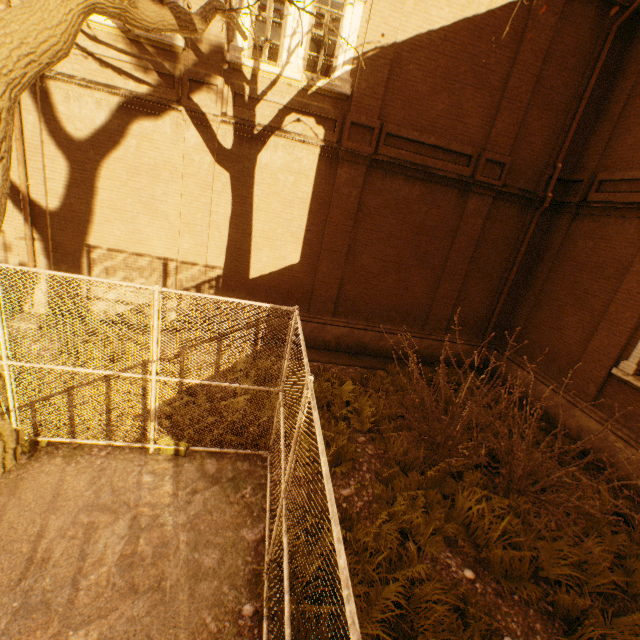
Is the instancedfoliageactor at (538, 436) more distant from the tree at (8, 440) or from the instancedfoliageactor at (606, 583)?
the tree at (8, 440)

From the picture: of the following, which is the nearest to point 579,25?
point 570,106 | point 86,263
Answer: point 570,106

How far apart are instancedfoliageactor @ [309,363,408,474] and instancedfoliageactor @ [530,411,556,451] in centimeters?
200cm

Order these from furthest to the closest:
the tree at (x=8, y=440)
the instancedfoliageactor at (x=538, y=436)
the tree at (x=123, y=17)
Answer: the instancedfoliageactor at (x=538, y=436), the tree at (x=8, y=440), the tree at (x=123, y=17)

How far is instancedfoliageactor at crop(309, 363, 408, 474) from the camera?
6.2m

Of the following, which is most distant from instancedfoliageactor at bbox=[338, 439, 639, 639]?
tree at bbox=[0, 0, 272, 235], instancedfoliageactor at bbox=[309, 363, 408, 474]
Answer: instancedfoliageactor at bbox=[309, 363, 408, 474]

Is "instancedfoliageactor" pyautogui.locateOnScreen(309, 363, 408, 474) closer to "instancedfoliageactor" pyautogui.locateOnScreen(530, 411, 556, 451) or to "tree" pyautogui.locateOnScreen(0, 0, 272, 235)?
"instancedfoliageactor" pyautogui.locateOnScreen(530, 411, 556, 451)
